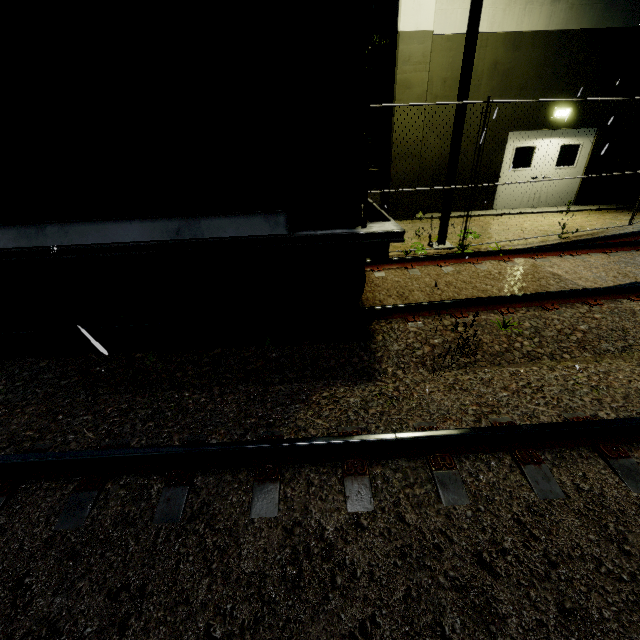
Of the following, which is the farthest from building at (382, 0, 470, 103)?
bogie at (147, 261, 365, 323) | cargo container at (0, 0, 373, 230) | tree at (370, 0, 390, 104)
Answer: bogie at (147, 261, 365, 323)

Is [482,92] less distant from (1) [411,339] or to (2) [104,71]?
(1) [411,339]

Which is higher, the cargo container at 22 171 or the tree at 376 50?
the tree at 376 50

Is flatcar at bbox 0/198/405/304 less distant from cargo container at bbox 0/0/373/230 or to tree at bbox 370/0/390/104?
cargo container at bbox 0/0/373/230

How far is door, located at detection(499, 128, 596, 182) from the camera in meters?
10.7

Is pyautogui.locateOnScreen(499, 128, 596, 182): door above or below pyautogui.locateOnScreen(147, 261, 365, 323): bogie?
above

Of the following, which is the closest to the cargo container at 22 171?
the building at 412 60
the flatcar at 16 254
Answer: the flatcar at 16 254

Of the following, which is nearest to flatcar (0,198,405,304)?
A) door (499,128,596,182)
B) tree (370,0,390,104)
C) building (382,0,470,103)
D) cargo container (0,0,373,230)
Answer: cargo container (0,0,373,230)
